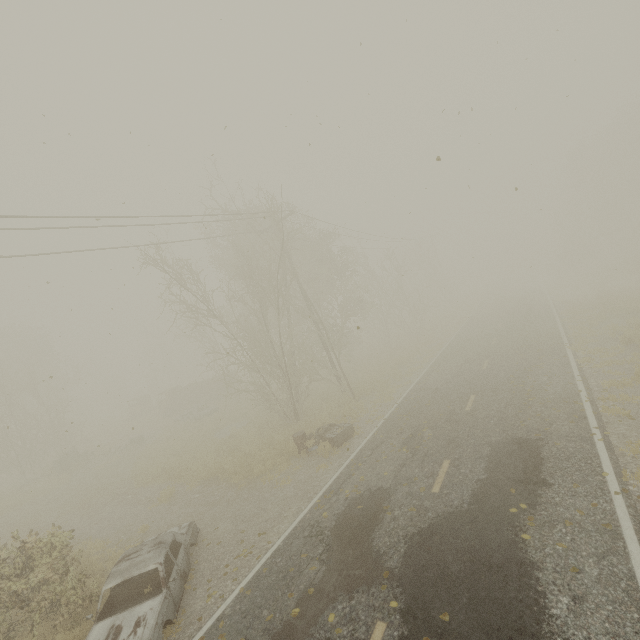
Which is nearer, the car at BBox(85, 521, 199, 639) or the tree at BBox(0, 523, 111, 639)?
the car at BBox(85, 521, 199, 639)

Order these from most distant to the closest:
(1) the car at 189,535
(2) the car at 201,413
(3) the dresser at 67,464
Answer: (2) the car at 201,413 < (3) the dresser at 67,464 < (1) the car at 189,535

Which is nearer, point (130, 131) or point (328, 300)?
point (130, 131)

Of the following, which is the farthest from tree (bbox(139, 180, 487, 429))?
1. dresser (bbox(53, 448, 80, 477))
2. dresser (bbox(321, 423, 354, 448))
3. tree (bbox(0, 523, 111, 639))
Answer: tree (bbox(0, 523, 111, 639))

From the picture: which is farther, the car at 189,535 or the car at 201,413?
the car at 201,413

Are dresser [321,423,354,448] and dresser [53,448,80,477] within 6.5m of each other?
no

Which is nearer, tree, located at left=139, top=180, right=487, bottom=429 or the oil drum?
the oil drum

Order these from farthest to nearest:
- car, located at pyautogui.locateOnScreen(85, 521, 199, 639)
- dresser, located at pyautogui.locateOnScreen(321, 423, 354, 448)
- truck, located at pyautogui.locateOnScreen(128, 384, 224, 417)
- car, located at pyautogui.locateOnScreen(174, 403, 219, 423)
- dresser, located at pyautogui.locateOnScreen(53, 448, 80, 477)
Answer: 1. truck, located at pyautogui.locateOnScreen(128, 384, 224, 417)
2. car, located at pyautogui.locateOnScreen(174, 403, 219, 423)
3. dresser, located at pyautogui.locateOnScreen(53, 448, 80, 477)
4. dresser, located at pyautogui.locateOnScreen(321, 423, 354, 448)
5. car, located at pyautogui.locateOnScreen(85, 521, 199, 639)
